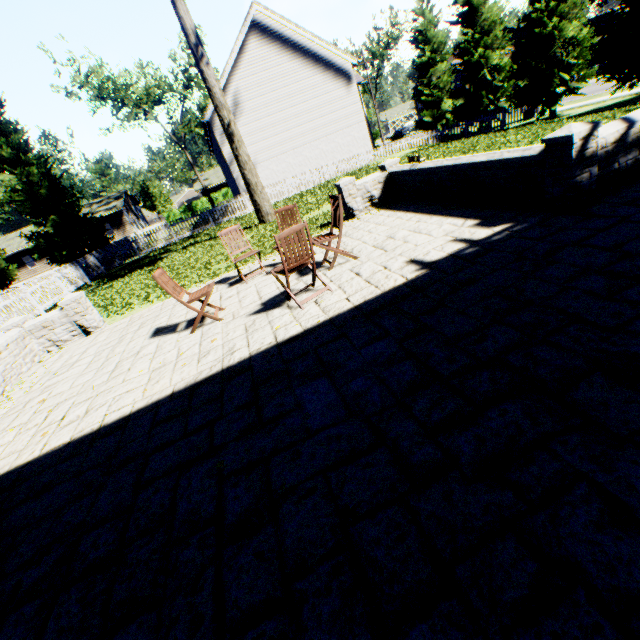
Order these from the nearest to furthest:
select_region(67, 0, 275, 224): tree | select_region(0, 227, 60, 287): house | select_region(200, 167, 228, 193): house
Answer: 1. select_region(67, 0, 275, 224): tree
2. select_region(0, 227, 60, 287): house
3. select_region(200, 167, 228, 193): house

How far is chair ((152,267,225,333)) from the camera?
5.18m

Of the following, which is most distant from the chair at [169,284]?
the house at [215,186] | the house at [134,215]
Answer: the house at [215,186]

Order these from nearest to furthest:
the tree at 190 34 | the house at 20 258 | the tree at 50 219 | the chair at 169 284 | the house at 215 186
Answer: the chair at 169 284 < the tree at 190 34 < the tree at 50 219 < the house at 20 258 < the house at 215 186

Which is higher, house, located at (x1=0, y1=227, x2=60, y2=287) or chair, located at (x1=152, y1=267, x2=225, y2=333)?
house, located at (x1=0, y1=227, x2=60, y2=287)

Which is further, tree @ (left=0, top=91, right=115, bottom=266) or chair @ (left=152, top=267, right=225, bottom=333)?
tree @ (left=0, top=91, right=115, bottom=266)

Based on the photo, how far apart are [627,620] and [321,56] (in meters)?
26.74

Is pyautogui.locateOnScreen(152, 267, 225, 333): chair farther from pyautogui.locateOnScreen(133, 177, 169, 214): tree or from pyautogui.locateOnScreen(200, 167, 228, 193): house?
pyautogui.locateOnScreen(200, 167, 228, 193): house
